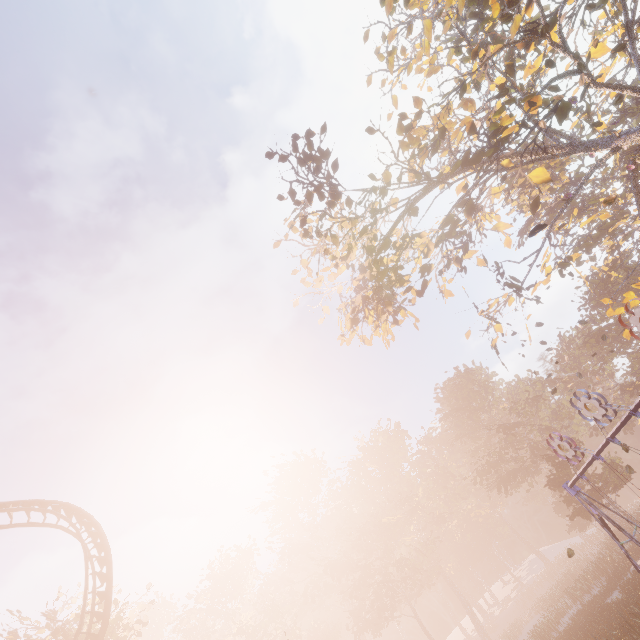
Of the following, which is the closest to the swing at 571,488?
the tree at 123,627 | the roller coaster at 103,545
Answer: the roller coaster at 103,545

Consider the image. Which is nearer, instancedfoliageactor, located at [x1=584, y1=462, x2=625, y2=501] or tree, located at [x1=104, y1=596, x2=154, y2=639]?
tree, located at [x1=104, y1=596, x2=154, y2=639]

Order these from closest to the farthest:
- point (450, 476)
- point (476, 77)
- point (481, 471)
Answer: point (476, 77)
point (481, 471)
point (450, 476)

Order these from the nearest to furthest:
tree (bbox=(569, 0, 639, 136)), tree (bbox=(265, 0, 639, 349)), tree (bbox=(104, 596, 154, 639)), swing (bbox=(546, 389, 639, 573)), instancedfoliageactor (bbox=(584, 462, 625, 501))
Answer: swing (bbox=(546, 389, 639, 573)), tree (bbox=(569, 0, 639, 136)), tree (bbox=(265, 0, 639, 349)), tree (bbox=(104, 596, 154, 639)), instancedfoliageactor (bbox=(584, 462, 625, 501))

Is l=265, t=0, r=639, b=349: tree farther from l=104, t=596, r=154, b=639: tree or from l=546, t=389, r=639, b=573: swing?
l=104, t=596, r=154, b=639: tree

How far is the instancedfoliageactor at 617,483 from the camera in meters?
28.1

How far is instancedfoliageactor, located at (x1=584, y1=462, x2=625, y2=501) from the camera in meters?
28.1 m

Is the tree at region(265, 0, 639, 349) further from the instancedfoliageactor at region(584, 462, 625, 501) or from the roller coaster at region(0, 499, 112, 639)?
the roller coaster at region(0, 499, 112, 639)
